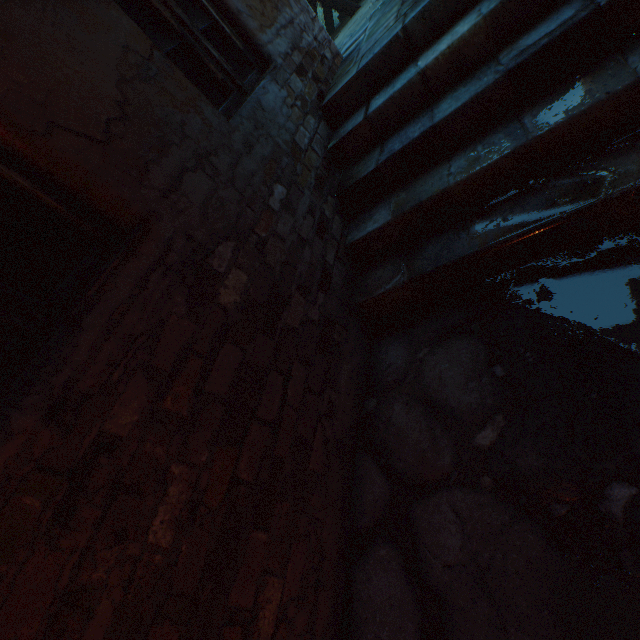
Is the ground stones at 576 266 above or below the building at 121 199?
below

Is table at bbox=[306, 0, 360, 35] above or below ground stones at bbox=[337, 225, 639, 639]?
above

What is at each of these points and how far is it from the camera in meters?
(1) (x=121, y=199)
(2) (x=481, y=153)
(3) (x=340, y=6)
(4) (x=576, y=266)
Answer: (1) building, 1.2
(2) stairs, 1.8
(3) table, 5.7
(4) ground stones, 1.5

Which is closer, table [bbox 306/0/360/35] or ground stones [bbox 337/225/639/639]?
ground stones [bbox 337/225/639/639]

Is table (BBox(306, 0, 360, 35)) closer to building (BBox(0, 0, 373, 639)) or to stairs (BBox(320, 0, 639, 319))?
building (BBox(0, 0, 373, 639))

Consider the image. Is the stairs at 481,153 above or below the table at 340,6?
below

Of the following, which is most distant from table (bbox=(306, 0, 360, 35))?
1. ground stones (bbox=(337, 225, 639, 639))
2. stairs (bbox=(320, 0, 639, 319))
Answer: ground stones (bbox=(337, 225, 639, 639))

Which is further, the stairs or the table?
the table
